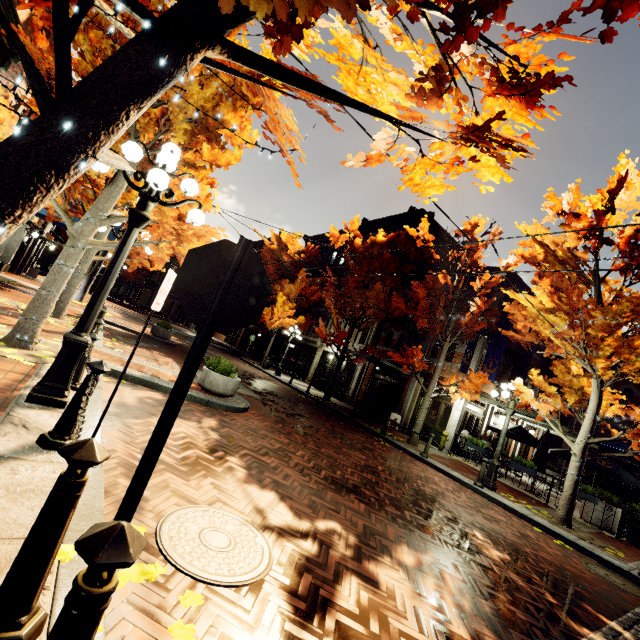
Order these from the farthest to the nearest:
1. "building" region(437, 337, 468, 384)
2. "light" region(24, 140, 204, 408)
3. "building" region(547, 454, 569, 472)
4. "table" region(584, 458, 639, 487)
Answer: "building" region(547, 454, 569, 472)
"building" region(437, 337, 468, 384)
"table" region(584, 458, 639, 487)
"light" region(24, 140, 204, 408)

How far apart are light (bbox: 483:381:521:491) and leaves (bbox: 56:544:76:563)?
11.1 meters

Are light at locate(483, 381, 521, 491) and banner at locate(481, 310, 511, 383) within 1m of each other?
no

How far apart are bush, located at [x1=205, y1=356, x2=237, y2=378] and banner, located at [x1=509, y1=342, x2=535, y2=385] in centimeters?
1542cm

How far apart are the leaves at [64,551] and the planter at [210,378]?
5.9 meters

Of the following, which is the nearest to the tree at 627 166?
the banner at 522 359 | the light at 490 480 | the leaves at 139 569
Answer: the light at 490 480

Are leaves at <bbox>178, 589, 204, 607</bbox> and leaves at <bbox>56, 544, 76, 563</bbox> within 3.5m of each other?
yes

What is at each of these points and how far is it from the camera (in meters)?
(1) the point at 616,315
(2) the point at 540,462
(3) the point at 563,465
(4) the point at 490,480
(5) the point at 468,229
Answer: (1) tree, 8.45
(2) table, 13.08
(3) building, 20.98
(4) light, 10.12
(5) tree, 13.40
